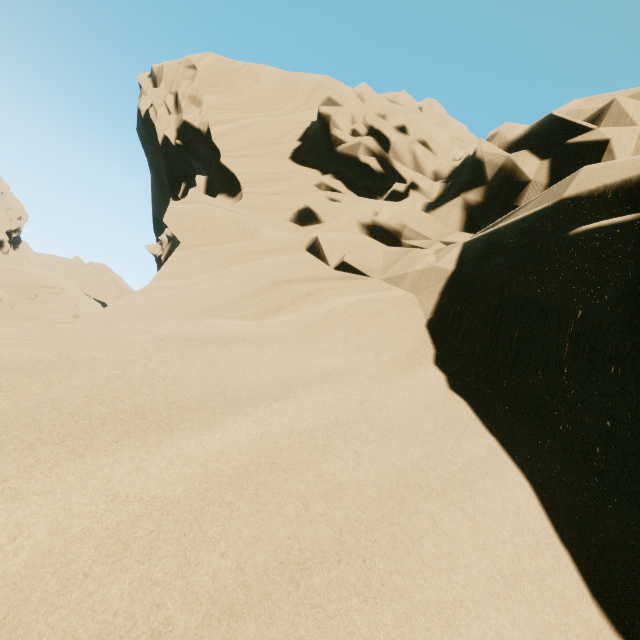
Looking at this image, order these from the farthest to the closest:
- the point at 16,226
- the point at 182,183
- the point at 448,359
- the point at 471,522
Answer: the point at 16,226, the point at 182,183, the point at 448,359, the point at 471,522
